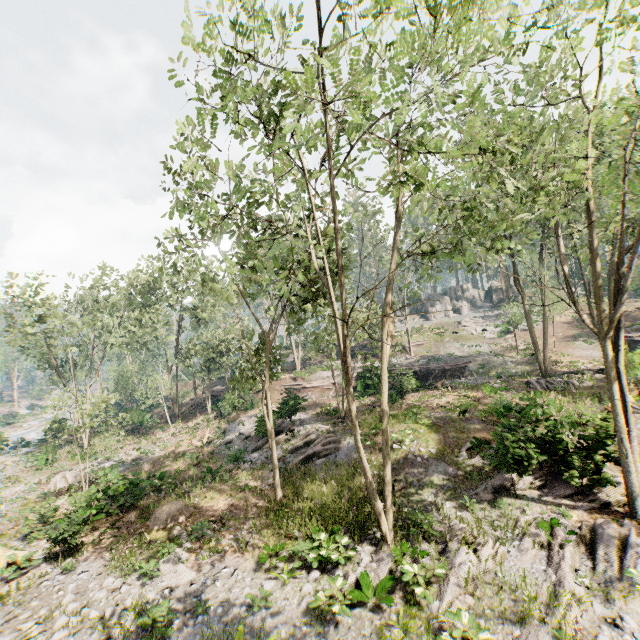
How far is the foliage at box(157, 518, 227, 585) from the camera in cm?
1161

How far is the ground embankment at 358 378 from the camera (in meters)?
28.78

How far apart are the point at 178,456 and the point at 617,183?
30.3 meters

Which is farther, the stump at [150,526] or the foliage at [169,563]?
the stump at [150,526]

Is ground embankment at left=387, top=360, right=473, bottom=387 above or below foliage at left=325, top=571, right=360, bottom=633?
above

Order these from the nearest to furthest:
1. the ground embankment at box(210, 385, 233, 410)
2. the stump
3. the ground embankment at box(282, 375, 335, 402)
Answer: the stump, the ground embankment at box(282, 375, 335, 402), the ground embankment at box(210, 385, 233, 410)

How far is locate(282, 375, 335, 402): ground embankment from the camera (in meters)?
24.51

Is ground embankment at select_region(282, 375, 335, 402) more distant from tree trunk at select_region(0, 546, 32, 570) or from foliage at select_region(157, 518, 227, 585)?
tree trunk at select_region(0, 546, 32, 570)
